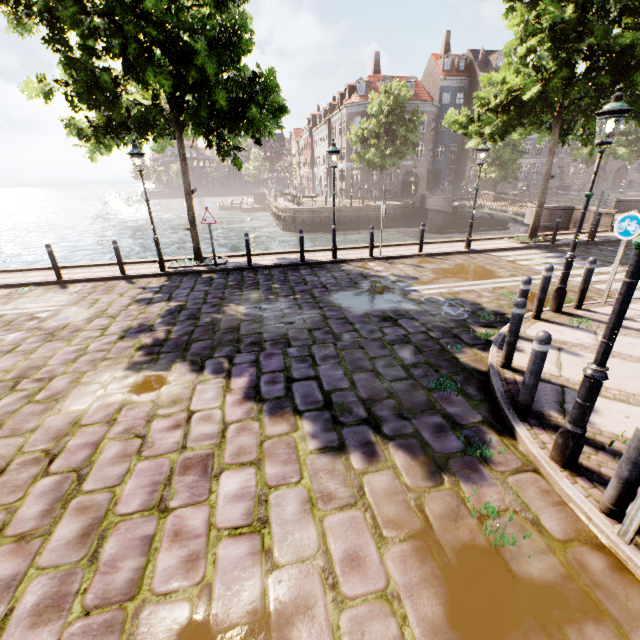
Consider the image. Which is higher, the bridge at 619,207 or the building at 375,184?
the building at 375,184

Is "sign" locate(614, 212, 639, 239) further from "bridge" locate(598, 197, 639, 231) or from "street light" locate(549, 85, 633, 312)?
"bridge" locate(598, 197, 639, 231)

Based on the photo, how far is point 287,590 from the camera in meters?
2.4 m

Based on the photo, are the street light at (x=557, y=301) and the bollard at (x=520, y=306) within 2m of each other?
no

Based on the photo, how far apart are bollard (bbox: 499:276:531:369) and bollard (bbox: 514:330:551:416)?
0.95m

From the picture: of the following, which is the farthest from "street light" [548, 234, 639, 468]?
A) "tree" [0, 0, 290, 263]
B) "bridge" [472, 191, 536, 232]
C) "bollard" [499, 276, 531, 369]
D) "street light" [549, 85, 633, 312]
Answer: "bridge" [472, 191, 536, 232]

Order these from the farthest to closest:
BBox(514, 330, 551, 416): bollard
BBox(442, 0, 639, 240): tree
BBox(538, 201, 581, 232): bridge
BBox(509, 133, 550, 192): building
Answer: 1. BBox(509, 133, 550, 192): building
2. BBox(538, 201, 581, 232): bridge
3. BBox(442, 0, 639, 240): tree
4. BBox(514, 330, 551, 416): bollard

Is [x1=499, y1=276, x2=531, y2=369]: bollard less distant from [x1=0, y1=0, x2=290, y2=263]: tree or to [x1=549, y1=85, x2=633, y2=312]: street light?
[x1=549, y1=85, x2=633, y2=312]: street light
